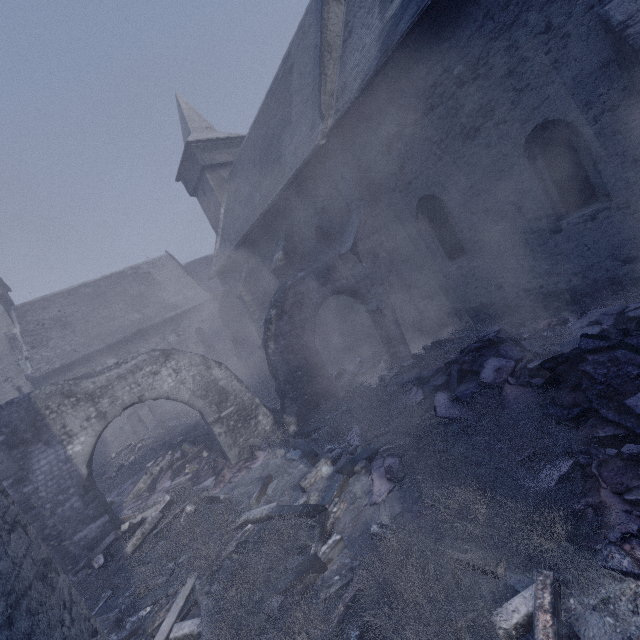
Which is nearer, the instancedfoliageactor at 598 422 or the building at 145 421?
the instancedfoliageactor at 598 422

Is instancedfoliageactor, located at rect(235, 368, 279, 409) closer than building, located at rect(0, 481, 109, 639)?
No

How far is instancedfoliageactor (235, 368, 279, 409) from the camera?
13.2m

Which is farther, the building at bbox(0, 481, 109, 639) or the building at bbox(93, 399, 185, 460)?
the building at bbox(93, 399, 185, 460)

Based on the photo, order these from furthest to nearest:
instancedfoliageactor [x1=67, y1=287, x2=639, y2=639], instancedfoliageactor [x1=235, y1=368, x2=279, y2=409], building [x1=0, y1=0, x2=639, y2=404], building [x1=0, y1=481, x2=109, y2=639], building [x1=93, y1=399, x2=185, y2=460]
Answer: building [x1=93, y1=399, x2=185, y2=460] < instancedfoliageactor [x1=235, y1=368, x2=279, y2=409] < building [x1=0, y1=0, x2=639, y2=404] < instancedfoliageactor [x1=67, y1=287, x2=639, y2=639] < building [x1=0, y1=481, x2=109, y2=639]

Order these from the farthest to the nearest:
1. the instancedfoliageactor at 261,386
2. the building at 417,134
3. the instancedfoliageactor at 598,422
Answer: the instancedfoliageactor at 261,386 < the building at 417,134 < the instancedfoliageactor at 598,422

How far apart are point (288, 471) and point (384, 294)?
5.4m

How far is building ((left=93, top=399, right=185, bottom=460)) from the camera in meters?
22.4
